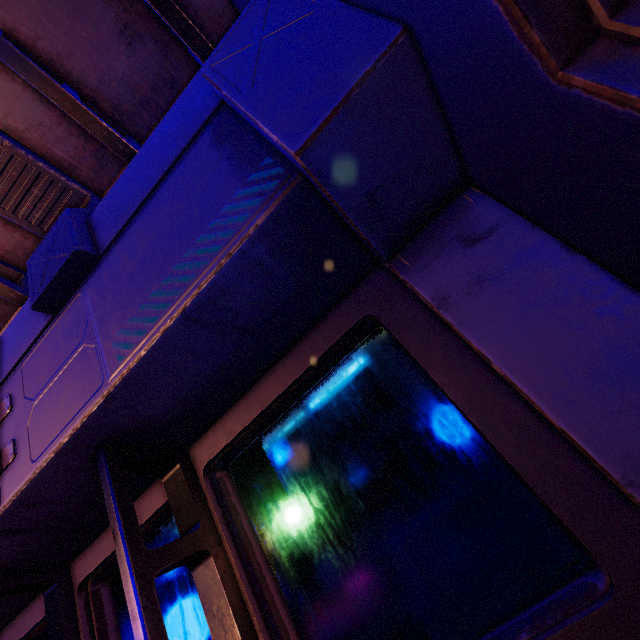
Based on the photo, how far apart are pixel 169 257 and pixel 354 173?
0.8 meters

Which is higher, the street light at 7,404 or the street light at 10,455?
the street light at 7,404

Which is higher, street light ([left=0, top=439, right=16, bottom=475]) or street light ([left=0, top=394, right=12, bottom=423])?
street light ([left=0, top=394, right=12, bottom=423])
